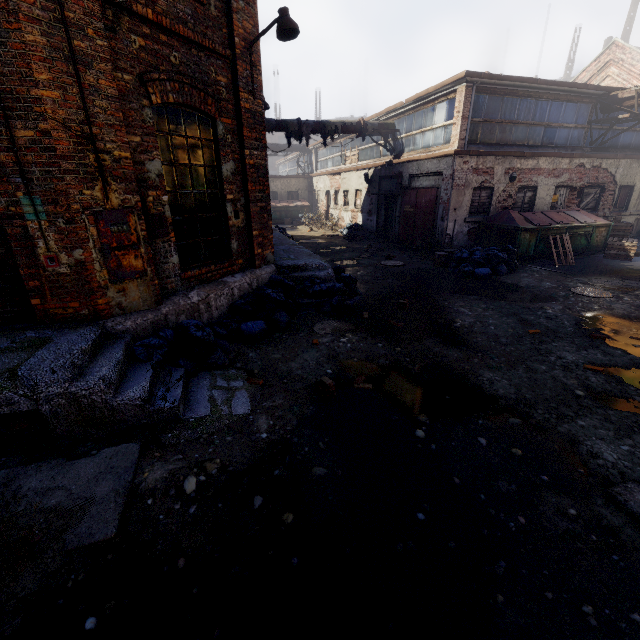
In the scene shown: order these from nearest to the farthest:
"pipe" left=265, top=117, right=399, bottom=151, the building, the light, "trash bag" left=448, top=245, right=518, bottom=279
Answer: the building → the light → "trash bag" left=448, top=245, right=518, bottom=279 → "pipe" left=265, top=117, right=399, bottom=151

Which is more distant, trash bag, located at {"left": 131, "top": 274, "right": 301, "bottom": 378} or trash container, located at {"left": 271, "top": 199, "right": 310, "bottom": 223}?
trash container, located at {"left": 271, "top": 199, "right": 310, "bottom": 223}

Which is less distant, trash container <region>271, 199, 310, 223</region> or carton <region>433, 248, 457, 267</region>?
carton <region>433, 248, 457, 267</region>

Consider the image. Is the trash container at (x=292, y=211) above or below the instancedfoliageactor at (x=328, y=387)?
above

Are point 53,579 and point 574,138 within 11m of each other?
no

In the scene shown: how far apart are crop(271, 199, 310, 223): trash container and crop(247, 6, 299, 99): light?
20.5m

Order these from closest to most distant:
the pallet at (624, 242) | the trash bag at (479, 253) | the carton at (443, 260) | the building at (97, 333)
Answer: the building at (97, 333) < the trash bag at (479, 253) < the carton at (443, 260) < the pallet at (624, 242)

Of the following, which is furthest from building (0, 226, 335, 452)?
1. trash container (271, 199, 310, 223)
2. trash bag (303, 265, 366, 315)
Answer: trash container (271, 199, 310, 223)
